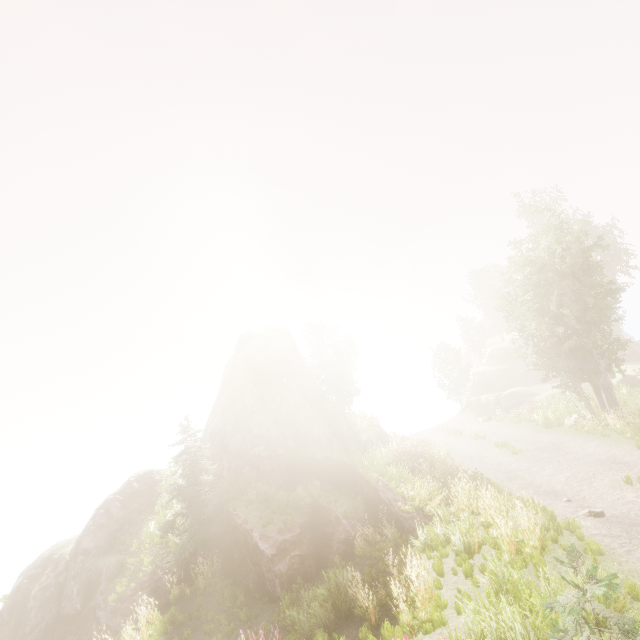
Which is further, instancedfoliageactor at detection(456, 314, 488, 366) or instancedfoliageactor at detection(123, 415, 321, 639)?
instancedfoliageactor at detection(456, 314, 488, 366)

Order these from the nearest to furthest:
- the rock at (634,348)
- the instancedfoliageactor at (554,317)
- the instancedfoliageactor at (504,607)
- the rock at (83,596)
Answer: the instancedfoliageactor at (504,607), the rock at (83,596), the instancedfoliageactor at (554,317), the rock at (634,348)

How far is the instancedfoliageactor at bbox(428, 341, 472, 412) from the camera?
40.06m

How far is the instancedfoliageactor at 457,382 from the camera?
40.06m

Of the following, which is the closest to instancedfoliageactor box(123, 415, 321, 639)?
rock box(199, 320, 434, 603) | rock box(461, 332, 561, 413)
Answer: rock box(199, 320, 434, 603)

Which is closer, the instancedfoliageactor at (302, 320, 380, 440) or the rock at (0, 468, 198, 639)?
the rock at (0, 468, 198, 639)

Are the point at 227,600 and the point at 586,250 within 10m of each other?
no
